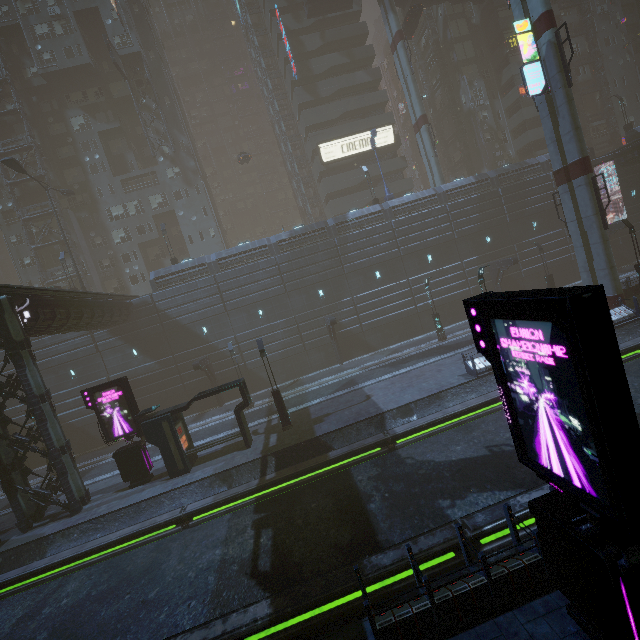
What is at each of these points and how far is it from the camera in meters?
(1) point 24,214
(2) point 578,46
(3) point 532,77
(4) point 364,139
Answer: (1) building structure, 38.6 m
(2) building, 47.1 m
(3) sign, 20.2 m
(4) sign, 42.2 m

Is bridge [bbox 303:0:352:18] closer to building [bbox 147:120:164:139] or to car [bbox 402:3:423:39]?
building [bbox 147:120:164:139]

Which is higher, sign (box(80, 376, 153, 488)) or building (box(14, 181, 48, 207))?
building (box(14, 181, 48, 207))

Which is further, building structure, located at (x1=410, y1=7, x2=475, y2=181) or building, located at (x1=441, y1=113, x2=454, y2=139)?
building, located at (x1=441, y1=113, x2=454, y2=139)

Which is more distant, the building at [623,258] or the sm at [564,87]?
the building at [623,258]

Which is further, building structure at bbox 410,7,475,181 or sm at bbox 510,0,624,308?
building structure at bbox 410,7,475,181

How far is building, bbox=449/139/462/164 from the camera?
48.3 meters

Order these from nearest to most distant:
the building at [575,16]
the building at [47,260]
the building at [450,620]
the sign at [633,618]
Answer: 1. the sign at [633,618]
2. the building at [450,620]
3. the building at [47,260]
4. the building at [575,16]
